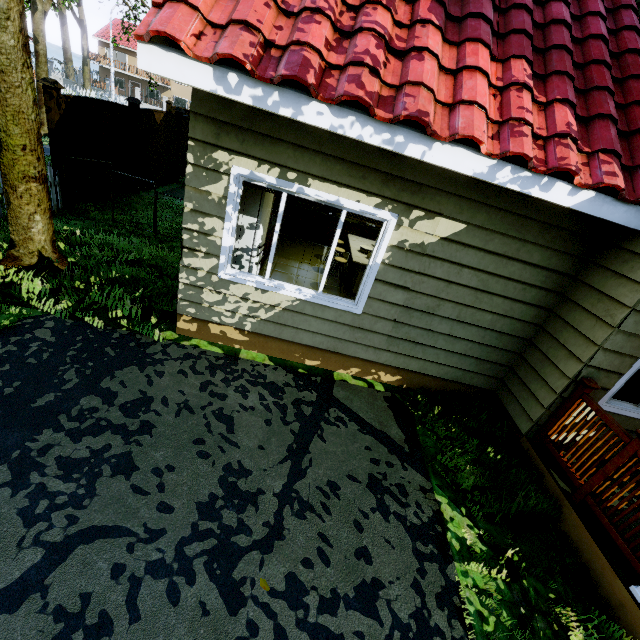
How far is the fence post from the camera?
6.12m

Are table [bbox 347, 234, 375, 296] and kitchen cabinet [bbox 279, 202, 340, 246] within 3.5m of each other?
yes

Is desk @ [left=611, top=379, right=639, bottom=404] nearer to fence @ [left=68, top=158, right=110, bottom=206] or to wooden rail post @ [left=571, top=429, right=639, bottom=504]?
wooden rail post @ [left=571, top=429, right=639, bottom=504]

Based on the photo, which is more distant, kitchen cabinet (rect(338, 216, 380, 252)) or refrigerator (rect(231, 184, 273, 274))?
kitchen cabinet (rect(338, 216, 380, 252))

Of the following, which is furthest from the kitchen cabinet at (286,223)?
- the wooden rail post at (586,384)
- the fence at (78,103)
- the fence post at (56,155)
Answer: the wooden rail post at (586,384)

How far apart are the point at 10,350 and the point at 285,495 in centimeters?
351cm

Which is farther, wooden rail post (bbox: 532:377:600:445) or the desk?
the desk

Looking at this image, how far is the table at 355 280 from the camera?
6.4 meters
